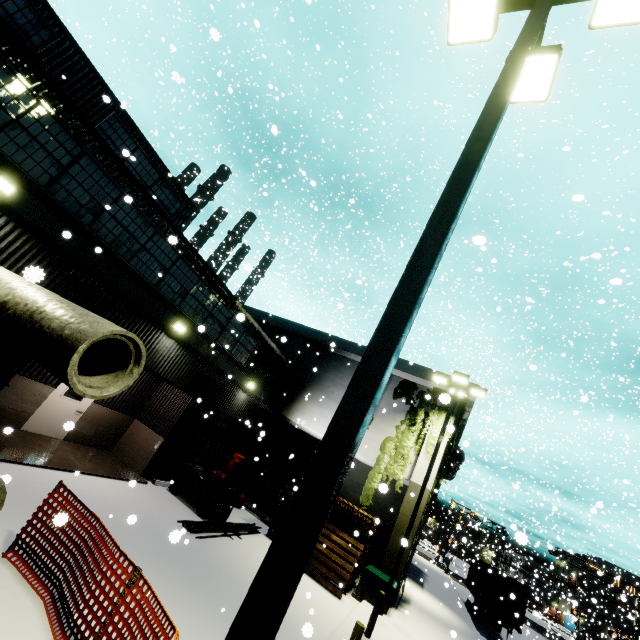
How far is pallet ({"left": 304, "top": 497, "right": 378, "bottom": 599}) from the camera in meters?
12.0

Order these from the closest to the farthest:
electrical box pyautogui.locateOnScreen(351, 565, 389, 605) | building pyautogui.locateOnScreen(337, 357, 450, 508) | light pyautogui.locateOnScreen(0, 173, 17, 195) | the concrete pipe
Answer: the concrete pipe, light pyautogui.locateOnScreen(0, 173, 17, 195), electrical box pyautogui.locateOnScreen(351, 565, 389, 605), building pyautogui.locateOnScreen(337, 357, 450, 508)

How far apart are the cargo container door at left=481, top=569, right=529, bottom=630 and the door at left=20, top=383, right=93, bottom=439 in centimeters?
2470cm

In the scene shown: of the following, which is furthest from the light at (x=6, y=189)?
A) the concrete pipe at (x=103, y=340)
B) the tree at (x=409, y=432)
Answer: the tree at (x=409, y=432)

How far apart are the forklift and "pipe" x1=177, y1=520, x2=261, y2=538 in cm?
5

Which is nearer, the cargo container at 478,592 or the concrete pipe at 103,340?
the concrete pipe at 103,340

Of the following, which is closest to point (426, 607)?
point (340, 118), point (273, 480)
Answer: point (273, 480)

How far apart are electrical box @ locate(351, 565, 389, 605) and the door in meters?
12.4
